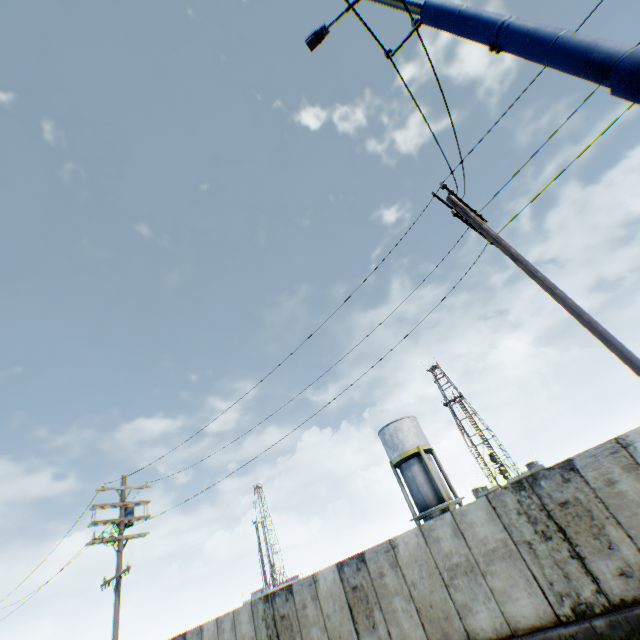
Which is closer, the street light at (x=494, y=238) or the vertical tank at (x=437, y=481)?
the street light at (x=494, y=238)

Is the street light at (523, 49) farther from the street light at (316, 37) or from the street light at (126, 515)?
the street light at (126, 515)

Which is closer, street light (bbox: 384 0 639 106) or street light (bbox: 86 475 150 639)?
street light (bbox: 384 0 639 106)

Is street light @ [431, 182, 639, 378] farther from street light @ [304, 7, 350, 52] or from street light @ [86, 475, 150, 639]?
Answer: street light @ [86, 475, 150, 639]

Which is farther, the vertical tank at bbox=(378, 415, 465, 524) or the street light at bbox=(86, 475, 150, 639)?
the vertical tank at bbox=(378, 415, 465, 524)

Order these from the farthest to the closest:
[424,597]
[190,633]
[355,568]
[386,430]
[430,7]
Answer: [386,430] → [190,633] → [355,568] → [424,597] → [430,7]

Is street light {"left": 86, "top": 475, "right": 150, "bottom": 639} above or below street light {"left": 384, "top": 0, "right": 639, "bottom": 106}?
above

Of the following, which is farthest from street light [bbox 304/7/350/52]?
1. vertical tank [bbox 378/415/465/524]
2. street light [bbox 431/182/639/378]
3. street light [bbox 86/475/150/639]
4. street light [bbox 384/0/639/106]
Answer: vertical tank [bbox 378/415/465/524]
